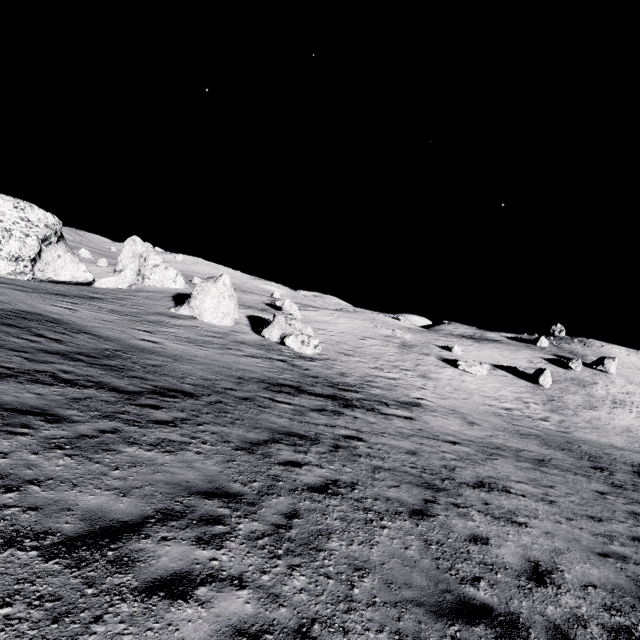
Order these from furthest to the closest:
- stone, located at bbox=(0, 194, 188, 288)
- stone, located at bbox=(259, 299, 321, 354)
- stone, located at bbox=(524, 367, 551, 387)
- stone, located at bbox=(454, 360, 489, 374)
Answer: stone, located at bbox=(524, 367, 551, 387) → stone, located at bbox=(454, 360, 489, 374) → stone, located at bbox=(0, 194, 188, 288) → stone, located at bbox=(259, 299, 321, 354)

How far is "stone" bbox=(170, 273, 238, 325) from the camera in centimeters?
2870cm

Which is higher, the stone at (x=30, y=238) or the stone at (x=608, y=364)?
the stone at (x=608, y=364)

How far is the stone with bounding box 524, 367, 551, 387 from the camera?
37.0 meters

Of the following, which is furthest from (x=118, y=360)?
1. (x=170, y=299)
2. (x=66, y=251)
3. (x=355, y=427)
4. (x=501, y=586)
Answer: (x=66, y=251)

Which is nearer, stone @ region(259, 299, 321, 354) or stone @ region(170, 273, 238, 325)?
stone @ region(259, 299, 321, 354)

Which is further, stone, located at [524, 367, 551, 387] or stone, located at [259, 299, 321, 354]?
stone, located at [524, 367, 551, 387]

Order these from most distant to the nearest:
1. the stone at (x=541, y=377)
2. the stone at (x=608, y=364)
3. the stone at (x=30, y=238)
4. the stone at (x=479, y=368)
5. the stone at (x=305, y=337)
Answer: the stone at (x=608, y=364), the stone at (x=541, y=377), the stone at (x=479, y=368), the stone at (x=30, y=238), the stone at (x=305, y=337)
